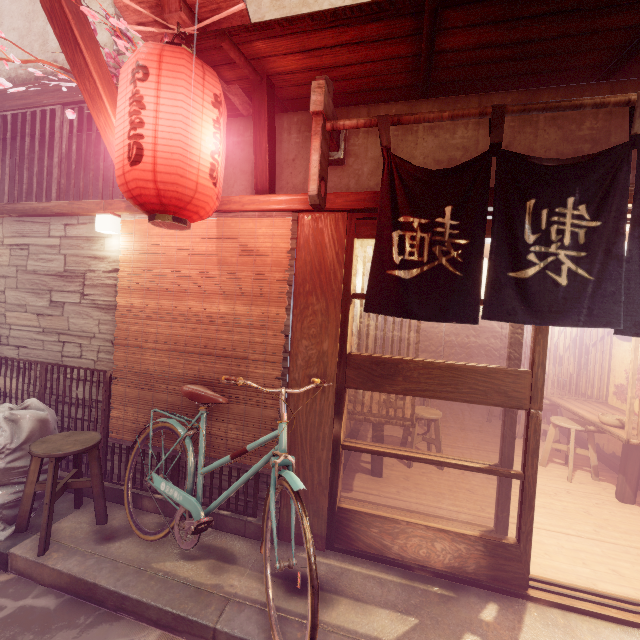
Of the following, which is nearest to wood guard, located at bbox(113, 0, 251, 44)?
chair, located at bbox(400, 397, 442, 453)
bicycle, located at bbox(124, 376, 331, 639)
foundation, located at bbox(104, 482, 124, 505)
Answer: bicycle, located at bbox(124, 376, 331, 639)

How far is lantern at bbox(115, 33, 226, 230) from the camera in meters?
3.6 m

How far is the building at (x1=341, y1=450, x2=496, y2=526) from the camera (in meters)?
6.20

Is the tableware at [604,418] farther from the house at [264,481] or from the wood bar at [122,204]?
the house at [264,481]

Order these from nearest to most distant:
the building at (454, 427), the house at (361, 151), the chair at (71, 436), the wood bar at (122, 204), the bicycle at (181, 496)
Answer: the bicycle at (181, 496) → the chair at (71, 436) → the house at (361, 151) → the wood bar at (122, 204) → the building at (454, 427)

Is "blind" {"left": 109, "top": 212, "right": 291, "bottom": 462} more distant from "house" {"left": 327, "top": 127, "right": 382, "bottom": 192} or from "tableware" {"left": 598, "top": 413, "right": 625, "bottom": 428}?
"tableware" {"left": 598, "top": 413, "right": 625, "bottom": 428}

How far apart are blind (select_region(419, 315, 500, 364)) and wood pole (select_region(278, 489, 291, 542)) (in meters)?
14.31

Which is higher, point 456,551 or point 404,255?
point 404,255
